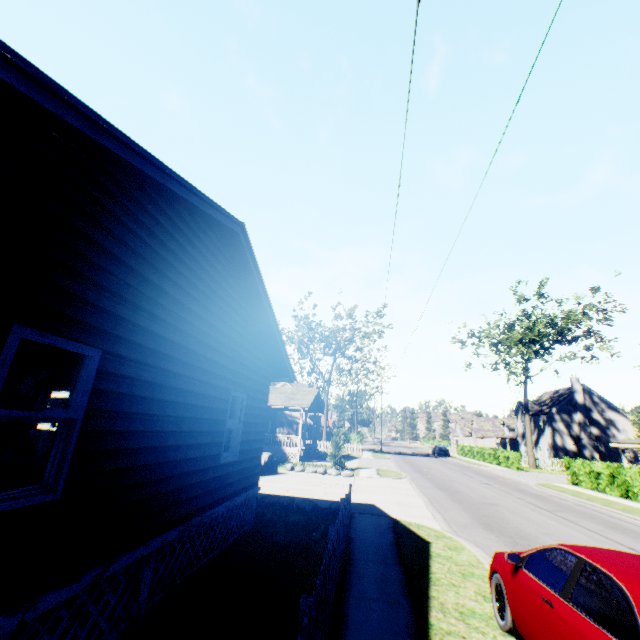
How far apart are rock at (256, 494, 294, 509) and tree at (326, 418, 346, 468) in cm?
1180

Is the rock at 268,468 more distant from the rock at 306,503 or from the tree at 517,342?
the tree at 517,342

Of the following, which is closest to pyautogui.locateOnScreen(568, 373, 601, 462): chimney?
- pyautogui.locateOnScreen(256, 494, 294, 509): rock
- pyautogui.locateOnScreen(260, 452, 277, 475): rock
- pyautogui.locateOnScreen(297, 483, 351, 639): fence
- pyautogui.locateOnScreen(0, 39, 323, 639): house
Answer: pyautogui.locateOnScreen(260, 452, 277, 475): rock

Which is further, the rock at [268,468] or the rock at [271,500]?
the rock at [268,468]

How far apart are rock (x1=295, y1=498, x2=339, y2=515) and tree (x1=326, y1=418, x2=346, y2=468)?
11.8m

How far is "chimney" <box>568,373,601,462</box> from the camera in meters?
42.5

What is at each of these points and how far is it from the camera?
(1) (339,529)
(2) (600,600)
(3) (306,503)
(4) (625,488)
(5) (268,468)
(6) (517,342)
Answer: (1) fence, 6.16m
(2) car, 3.24m
(3) rock, 11.45m
(4) hedge, 18.78m
(5) rock, 19.08m
(6) tree, 46.91m

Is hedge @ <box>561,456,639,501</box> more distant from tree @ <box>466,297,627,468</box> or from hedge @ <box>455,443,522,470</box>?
tree @ <box>466,297,627,468</box>
